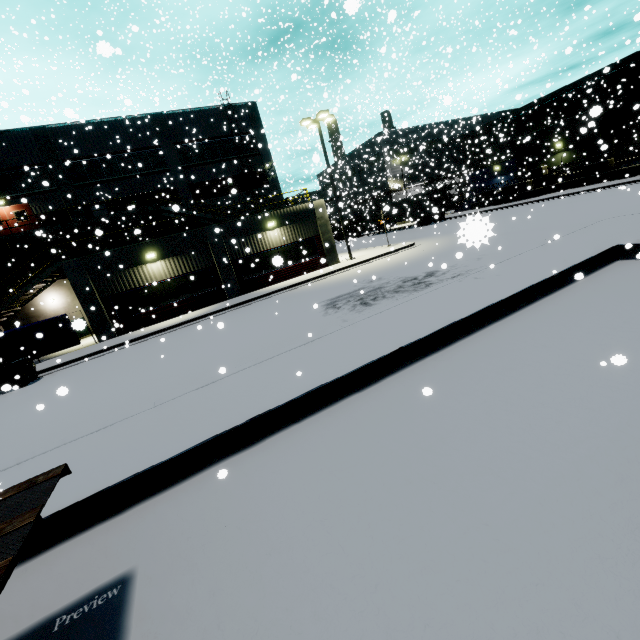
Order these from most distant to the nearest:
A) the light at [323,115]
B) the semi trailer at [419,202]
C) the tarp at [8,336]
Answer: the semi trailer at [419,202] → the light at [323,115] → the tarp at [8,336]

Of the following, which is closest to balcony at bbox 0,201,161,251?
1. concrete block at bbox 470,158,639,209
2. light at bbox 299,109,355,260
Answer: light at bbox 299,109,355,260

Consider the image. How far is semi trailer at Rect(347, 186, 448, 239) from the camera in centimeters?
3599cm

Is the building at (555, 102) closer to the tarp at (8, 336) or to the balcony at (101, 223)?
the balcony at (101, 223)

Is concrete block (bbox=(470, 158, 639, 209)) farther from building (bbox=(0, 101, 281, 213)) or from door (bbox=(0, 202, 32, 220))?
door (bbox=(0, 202, 32, 220))

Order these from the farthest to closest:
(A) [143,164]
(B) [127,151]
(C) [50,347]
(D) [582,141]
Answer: (D) [582,141], (A) [143,164], (B) [127,151], (C) [50,347]

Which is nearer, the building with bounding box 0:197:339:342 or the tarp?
the tarp

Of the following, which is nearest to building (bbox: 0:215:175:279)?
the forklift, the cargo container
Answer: the cargo container
